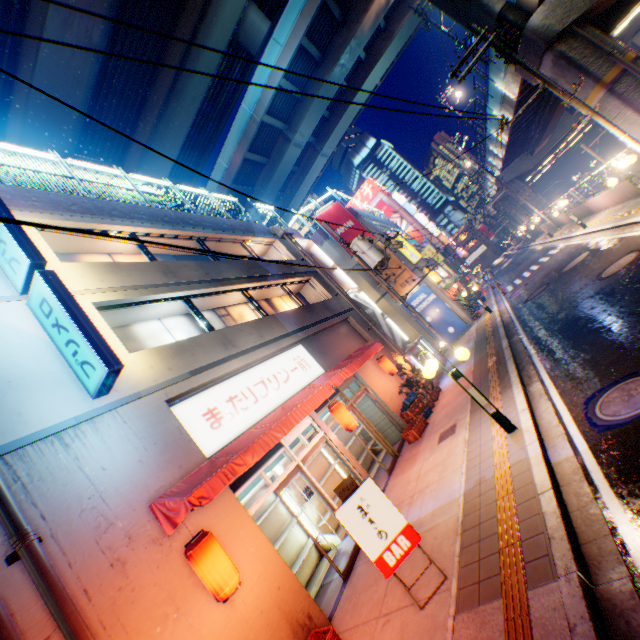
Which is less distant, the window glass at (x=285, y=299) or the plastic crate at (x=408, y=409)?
the plastic crate at (x=408, y=409)

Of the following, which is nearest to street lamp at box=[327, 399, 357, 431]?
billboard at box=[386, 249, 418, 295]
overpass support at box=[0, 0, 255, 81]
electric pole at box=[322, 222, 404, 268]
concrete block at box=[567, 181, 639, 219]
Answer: electric pole at box=[322, 222, 404, 268]

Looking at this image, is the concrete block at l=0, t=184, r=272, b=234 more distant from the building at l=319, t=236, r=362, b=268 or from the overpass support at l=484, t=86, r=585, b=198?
the overpass support at l=484, t=86, r=585, b=198

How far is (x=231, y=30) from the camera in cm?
2061

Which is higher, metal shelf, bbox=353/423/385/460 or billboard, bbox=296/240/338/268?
billboard, bbox=296/240/338/268

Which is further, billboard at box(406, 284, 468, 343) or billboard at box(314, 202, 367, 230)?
billboard at box(314, 202, 367, 230)

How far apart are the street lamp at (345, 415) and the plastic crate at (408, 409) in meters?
2.5 m

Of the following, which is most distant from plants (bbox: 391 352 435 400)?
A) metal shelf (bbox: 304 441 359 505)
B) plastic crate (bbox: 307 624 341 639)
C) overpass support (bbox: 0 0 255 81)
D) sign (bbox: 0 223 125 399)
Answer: overpass support (bbox: 0 0 255 81)
